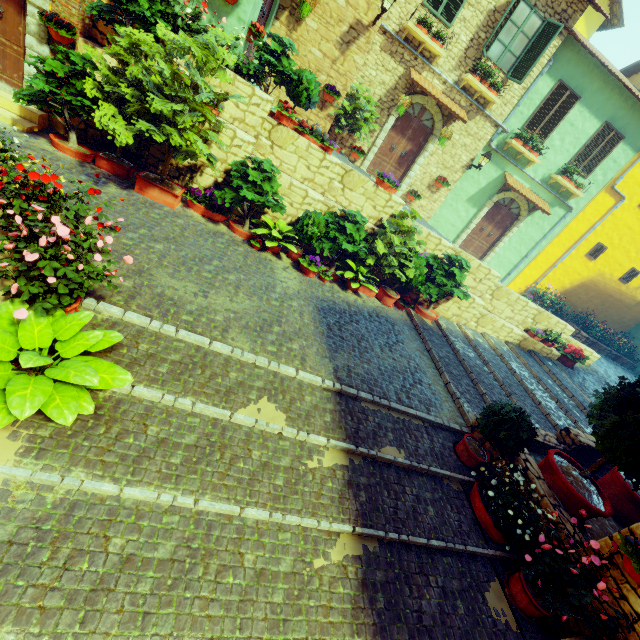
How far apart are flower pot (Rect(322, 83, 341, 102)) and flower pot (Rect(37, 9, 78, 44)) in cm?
610

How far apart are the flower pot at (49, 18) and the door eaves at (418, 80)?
8.67m

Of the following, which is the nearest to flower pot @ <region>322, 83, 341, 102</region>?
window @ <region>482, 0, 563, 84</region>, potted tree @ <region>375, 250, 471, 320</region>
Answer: window @ <region>482, 0, 563, 84</region>

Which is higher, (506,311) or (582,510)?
(506,311)

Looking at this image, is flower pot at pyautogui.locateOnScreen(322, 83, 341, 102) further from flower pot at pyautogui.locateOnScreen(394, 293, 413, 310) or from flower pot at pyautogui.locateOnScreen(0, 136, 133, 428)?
flower pot at pyautogui.locateOnScreen(0, 136, 133, 428)

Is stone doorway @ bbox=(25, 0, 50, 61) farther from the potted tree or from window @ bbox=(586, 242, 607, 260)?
window @ bbox=(586, 242, 607, 260)

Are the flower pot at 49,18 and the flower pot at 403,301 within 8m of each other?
no

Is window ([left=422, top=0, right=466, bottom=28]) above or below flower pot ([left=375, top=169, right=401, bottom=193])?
above
